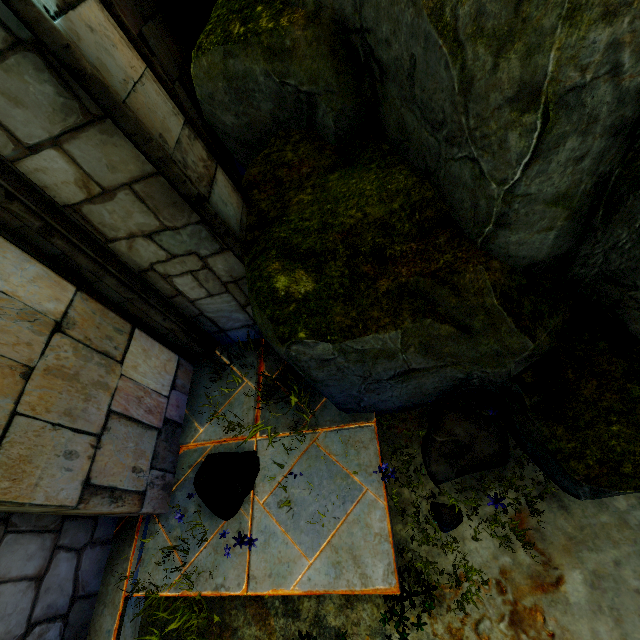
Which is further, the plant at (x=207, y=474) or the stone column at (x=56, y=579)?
the plant at (x=207, y=474)

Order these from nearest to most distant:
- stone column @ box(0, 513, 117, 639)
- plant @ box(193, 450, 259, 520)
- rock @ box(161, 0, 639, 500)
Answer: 1. rock @ box(161, 0, 639, 500)
2. stone column @ box(0, 513, 117, 639)
3. plant @ box(193, 450, 259, 520)

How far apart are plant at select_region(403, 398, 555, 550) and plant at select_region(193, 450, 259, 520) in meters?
1.4

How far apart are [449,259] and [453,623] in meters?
2.4 m

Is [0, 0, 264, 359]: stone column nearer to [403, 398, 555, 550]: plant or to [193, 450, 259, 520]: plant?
[193, 450, 259, 520]: plant

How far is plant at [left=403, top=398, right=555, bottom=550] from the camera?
2.4m

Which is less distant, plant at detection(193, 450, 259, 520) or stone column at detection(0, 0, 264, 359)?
stone column at detection(0, 0, 264, 359)

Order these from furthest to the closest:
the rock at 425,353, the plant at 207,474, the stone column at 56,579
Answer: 1. the plant at 207,474
2. the stone column at 56,579
3. the rock at 425,353
